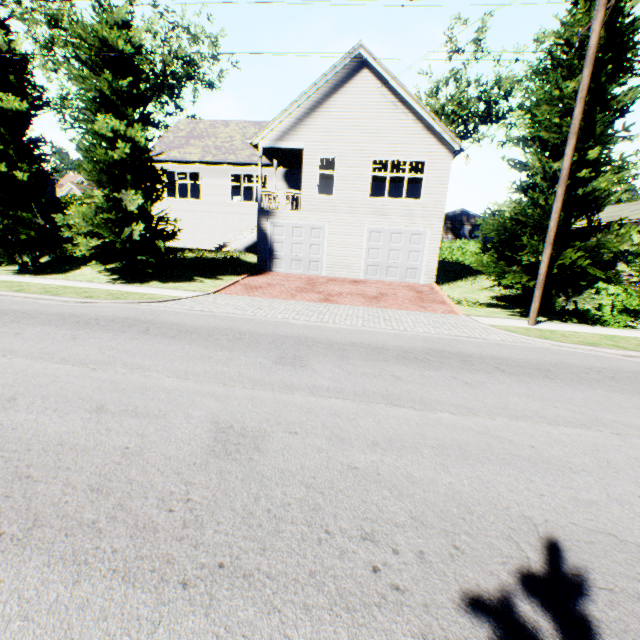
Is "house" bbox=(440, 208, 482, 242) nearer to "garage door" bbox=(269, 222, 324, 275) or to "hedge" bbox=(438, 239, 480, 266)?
"hedge" bbox=(438, 239, 480, 266)

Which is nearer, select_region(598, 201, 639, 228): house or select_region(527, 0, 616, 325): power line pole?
select_region(527, 0, 616, 325): power line pole

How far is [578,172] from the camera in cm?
1154

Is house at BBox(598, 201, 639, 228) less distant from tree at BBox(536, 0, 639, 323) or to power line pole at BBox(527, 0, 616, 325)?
tree at BBox(536, 0, 639, 323)

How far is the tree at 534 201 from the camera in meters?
10.7

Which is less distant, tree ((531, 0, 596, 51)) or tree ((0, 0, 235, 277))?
tree ((531, 0, 596, 51))

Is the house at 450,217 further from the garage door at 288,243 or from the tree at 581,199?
the garage door at 288,243

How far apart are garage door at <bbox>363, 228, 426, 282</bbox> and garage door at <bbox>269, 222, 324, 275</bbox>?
2.2m
